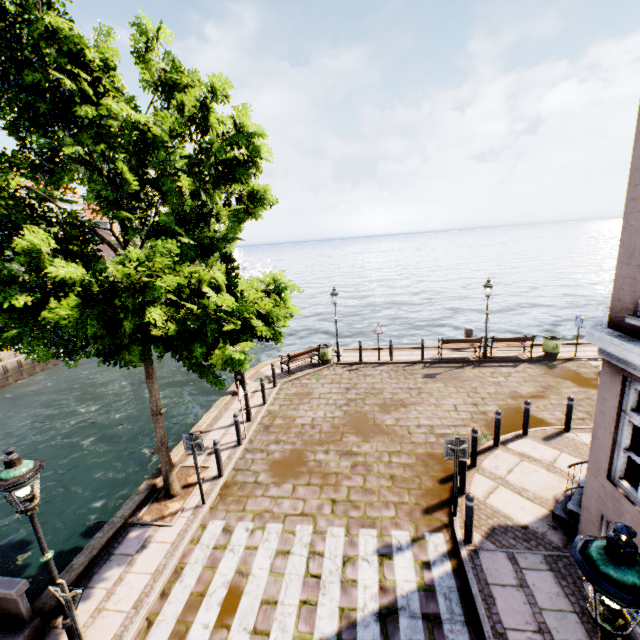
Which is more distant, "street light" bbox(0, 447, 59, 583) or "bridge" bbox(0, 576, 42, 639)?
"bridge" bbox(0, 576, 42, 639)

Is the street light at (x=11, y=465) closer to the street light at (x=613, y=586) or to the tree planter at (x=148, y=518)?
the tree planter at (x=148, y=518)

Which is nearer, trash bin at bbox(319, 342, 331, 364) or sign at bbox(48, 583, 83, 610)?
sign at bbox(48, 583, 83, 610)

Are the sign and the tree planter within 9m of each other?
yes

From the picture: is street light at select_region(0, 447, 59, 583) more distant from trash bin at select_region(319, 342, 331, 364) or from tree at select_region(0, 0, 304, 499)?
trash bin at select_region(319, 342, 331, 364)

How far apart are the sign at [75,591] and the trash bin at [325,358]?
12.2 meters

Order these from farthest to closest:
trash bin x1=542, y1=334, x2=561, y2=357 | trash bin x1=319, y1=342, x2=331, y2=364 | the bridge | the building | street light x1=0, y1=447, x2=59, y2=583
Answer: trash bin x1=319, y1=342, x2=331, y2=364
trash bin x1=542, y1=334, x2=561, y2=357
the bridge
the building
street light x1=0, y1=447, x2=59, y2=583

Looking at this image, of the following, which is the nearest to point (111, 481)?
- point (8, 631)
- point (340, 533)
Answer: point (8, 631)
